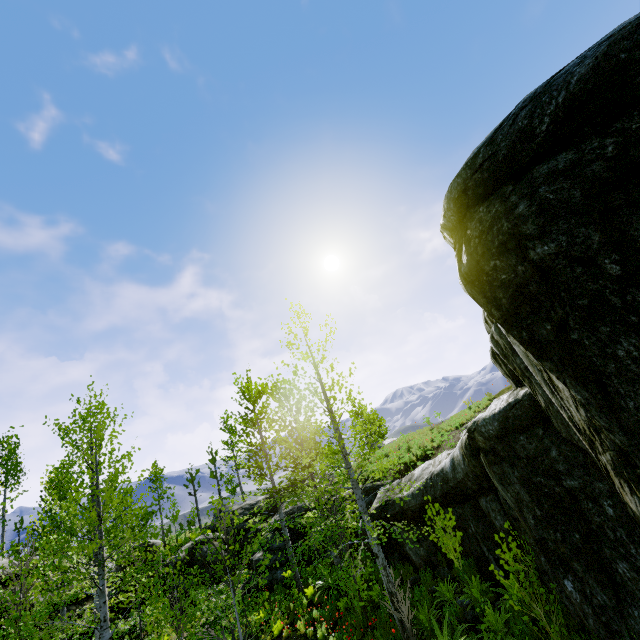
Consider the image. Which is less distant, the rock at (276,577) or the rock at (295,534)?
the rock at (276,577)

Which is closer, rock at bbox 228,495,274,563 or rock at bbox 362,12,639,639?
rock at bbox 362,12,639,639

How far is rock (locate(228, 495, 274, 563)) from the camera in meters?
27.1 m

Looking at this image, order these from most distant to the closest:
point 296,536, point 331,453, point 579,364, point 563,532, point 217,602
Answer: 1. point 296,536
2. point 217,602
3. point 331,453
4. point 563,532
5. point 579,364

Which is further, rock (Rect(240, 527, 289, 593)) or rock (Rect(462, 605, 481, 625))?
rock (Rect(240, 527, 289, 593))

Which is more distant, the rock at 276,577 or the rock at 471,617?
the rock at 276,577
